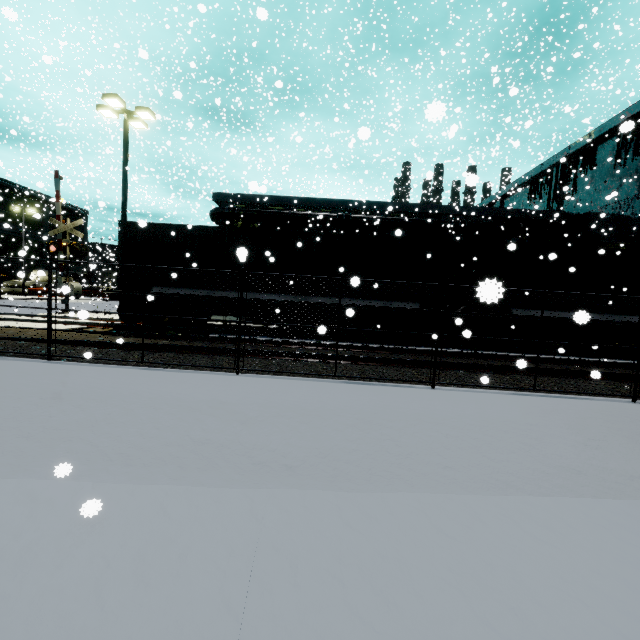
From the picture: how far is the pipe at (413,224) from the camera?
27.5 meters

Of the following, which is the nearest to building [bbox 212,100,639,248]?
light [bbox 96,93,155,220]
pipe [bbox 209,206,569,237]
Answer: pipe [bbox 209,206,569,237]

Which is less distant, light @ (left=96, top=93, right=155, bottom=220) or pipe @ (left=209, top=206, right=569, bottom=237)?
light @ (left=96, top=93, right=155, bottom=220)

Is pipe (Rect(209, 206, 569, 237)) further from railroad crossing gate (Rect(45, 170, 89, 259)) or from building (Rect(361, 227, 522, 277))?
railroad crossing gate (Rect(45, 170, 89, 259))

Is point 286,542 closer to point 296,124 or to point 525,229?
point 525,229

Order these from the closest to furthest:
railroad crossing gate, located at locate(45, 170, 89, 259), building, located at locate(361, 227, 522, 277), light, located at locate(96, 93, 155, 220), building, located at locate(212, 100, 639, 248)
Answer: light, located at locate(96, 93, 155, 220) → railroad crossing gate, located at locate(45, 170, 89, 259) → building, located at locate(361, 227, 522, 277) → building, located at locate(212, 100, 639, 248)

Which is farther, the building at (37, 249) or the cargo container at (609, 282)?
the building at (37, 249)

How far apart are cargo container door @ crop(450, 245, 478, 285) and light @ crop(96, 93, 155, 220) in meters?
15.2
